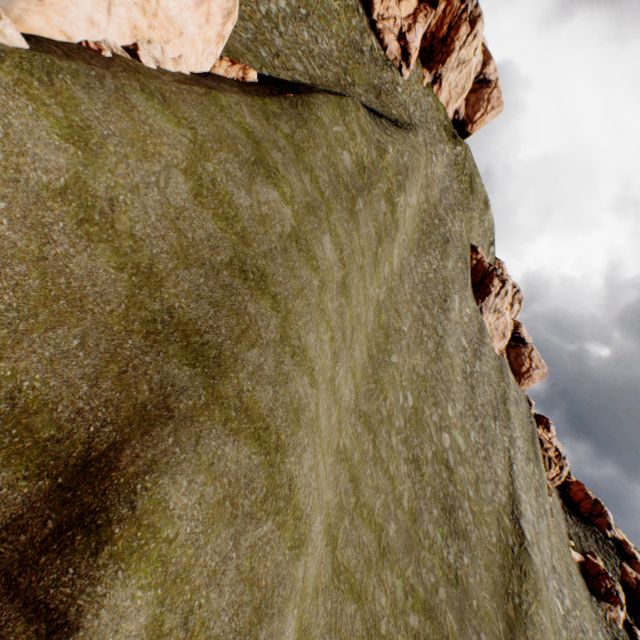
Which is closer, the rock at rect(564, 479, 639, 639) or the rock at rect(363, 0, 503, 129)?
the rock at rect(564, 479, 639, 639)

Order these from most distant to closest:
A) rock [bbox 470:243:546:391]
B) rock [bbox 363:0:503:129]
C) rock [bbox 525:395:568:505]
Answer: rock [bbox 470:243:546:391] < rock [bbox 525:395:568:505] < rock [bbox 363:0:503:129]

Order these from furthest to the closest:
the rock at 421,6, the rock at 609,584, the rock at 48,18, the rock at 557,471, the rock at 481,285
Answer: the rock at 481,285 → the rock at 557,471 → the rock at 421,6 → the rock at 609,584 → the rock at 48,18

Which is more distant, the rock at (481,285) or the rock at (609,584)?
the rock at (481,285)

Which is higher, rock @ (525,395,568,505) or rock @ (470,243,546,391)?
rock @ (470,243,546,391)

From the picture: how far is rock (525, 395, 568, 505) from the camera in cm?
4684

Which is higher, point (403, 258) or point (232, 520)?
point (403, 258)
